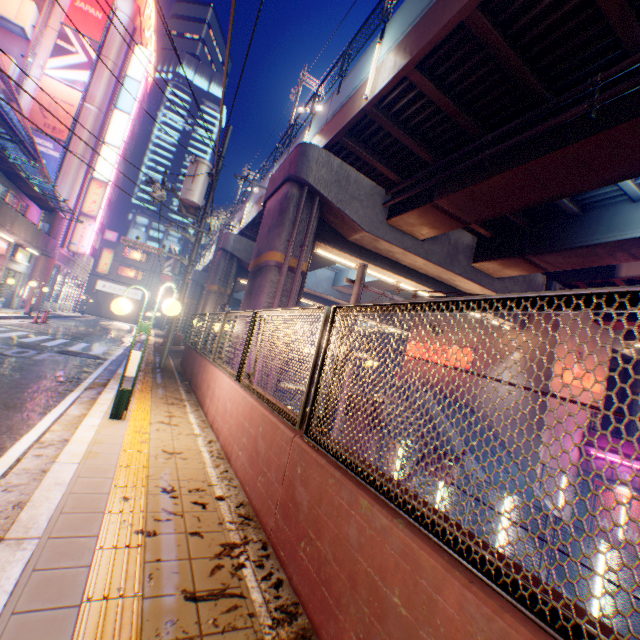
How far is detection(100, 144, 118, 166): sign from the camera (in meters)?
29.19

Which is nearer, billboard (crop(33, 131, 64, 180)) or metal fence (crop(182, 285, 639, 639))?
metal fence (crop(182, 285, 639, 639))

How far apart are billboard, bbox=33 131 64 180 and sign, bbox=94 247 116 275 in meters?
16.0 m

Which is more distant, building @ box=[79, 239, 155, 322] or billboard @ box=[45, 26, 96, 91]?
building @ box=[79, 239, 155, 322]

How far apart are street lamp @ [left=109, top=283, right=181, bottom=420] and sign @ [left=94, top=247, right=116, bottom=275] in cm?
4248

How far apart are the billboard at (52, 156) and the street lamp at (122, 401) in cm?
2860

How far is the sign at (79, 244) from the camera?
28.3 meters

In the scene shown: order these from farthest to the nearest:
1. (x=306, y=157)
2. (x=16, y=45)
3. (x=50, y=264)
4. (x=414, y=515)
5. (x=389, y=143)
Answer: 1. (x=50, y=264)
2. (x=16, y=45)
3. (x=306, y=157)
4. (x=389, y=143)
5. (x=414, y=515)
